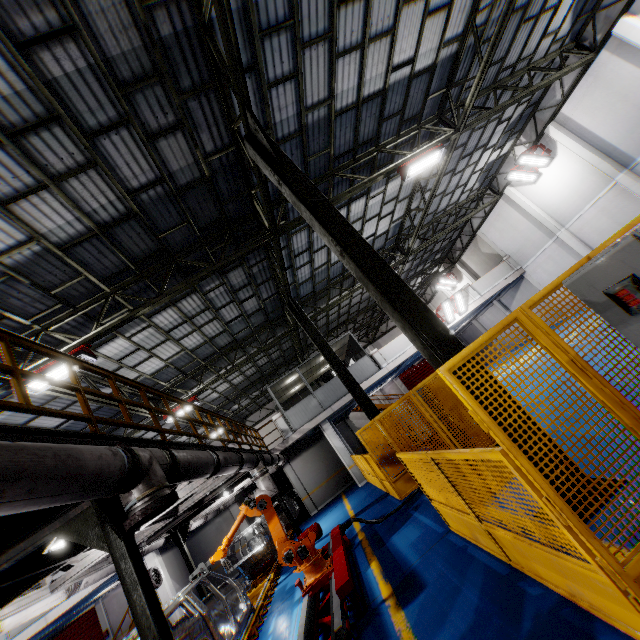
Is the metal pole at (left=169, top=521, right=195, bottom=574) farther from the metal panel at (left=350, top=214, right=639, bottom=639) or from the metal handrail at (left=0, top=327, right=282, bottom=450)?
the metal panel at (left=350, top=214, right=639, bottom=639)

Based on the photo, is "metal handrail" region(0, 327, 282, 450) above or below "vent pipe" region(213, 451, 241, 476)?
above

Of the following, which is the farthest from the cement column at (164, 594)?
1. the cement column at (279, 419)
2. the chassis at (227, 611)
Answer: the cement column at (279, 419)

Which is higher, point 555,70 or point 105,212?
point 105,212

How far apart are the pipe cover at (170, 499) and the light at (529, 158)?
20.00m

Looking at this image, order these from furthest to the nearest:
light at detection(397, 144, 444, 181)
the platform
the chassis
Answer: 1. light at detection(397, 144, 444, 181)
2. the platform
3. the chassis

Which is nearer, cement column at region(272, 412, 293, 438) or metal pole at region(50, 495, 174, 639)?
metal pole at region(50, 495, 174, 639)

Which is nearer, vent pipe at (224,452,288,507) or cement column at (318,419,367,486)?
vent pipe at (224,452,288,507)
